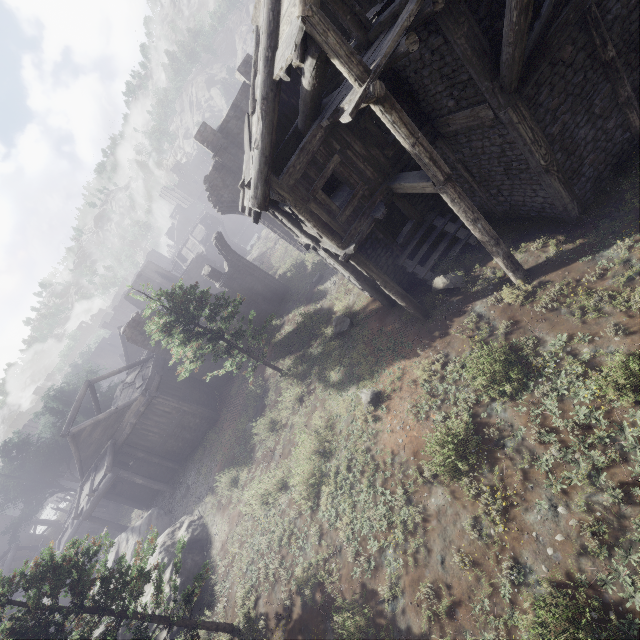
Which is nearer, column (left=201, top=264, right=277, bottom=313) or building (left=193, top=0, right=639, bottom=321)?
building (left=193, top=0, right=639, bottom=321)

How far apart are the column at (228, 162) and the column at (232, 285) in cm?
507

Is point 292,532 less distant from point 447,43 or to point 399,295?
point 399,295

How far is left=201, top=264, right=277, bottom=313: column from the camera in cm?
2386

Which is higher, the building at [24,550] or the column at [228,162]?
the column at [228,162]

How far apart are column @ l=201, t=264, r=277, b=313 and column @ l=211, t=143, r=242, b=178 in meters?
5.1

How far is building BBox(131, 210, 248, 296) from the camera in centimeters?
4053cm

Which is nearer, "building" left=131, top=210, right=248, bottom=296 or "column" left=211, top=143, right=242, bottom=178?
"column" left=211, top=143, right=242, bottom=178
